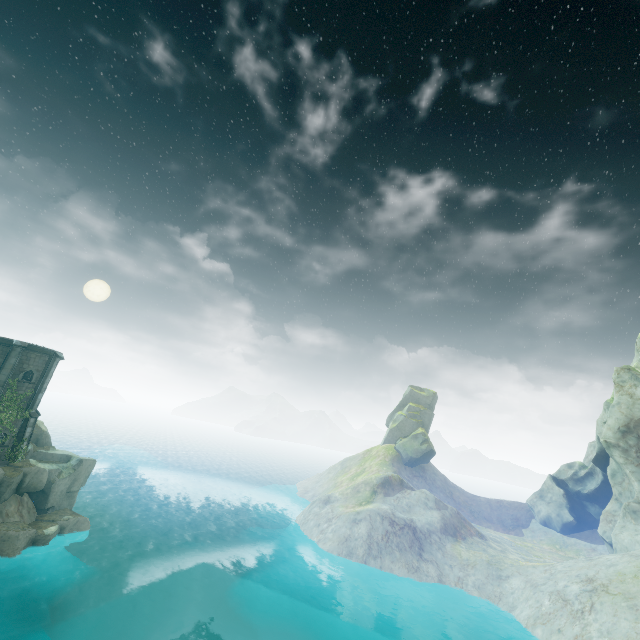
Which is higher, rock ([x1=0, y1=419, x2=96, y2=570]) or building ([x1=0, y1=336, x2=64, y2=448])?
building ([x1=0, y1=336, x2=64, y2=448])

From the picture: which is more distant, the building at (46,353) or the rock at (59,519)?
the building at (46,353)

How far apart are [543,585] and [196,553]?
38.1 meters

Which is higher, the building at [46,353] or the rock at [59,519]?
the building at [46,353]

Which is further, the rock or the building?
the building
